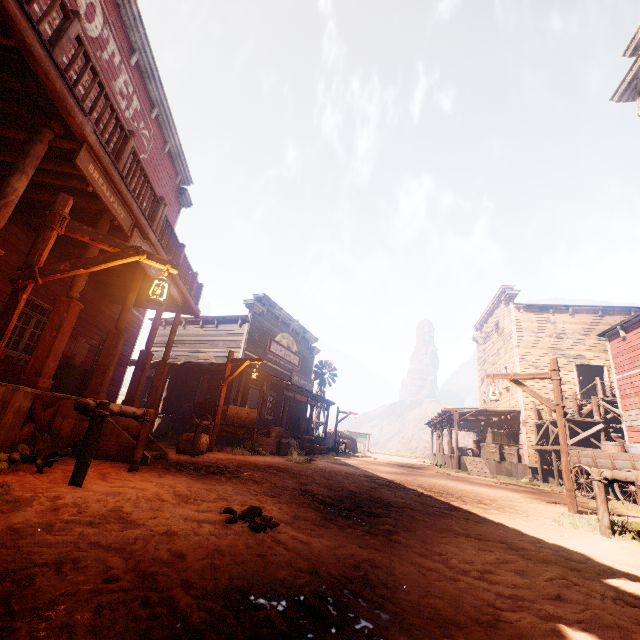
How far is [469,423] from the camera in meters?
30.3

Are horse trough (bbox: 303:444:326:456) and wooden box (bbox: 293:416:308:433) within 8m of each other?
yes

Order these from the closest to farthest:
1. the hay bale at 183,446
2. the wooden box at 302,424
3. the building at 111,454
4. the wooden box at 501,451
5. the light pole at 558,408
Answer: the building at 111,454, the light pole at 558,408, the hay bale at 183,446, the wooden box at 501,451, the wooden box at 302,424

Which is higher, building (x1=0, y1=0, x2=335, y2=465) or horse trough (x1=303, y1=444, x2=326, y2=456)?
building (x1=0, y1=0, x2=335, y2=465)

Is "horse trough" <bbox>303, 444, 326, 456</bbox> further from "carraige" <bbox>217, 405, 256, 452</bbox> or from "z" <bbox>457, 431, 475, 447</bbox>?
A: "carraige" <bbox>217, 405, 256, 452</bbox>

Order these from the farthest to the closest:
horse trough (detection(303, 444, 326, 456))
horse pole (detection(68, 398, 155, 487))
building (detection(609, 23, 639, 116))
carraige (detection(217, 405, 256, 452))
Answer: horse trough (detection(303, 444, 326, 456)) → carraige (detection(217, 405, 256, 452)) → building (detection(609, 23, 639, 116)) → horse pole (detection(68, 398, 155, 487))

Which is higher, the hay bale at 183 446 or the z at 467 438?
the z at 467 438

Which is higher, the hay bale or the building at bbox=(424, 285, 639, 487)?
the building at bbox=(424, 285, 639, 487)
